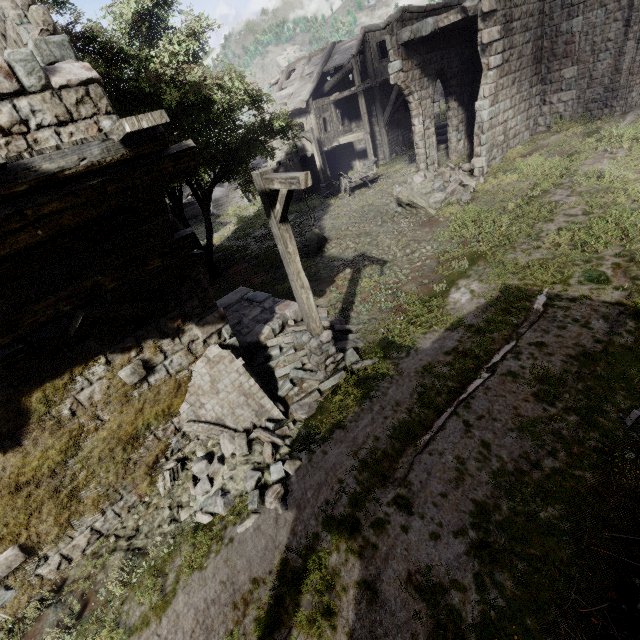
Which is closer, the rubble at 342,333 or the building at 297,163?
the rubble at 342,333

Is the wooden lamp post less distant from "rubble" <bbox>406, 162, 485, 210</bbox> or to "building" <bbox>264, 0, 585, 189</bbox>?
"building" <bbox>264, 0, 585, 189</bbox>

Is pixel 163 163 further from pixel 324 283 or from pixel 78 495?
pixel 324 283

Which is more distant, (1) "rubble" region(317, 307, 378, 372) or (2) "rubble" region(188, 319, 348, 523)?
(1) "rubble" region(317, 307, 378, 372)

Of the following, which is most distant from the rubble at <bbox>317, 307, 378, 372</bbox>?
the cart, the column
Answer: the column

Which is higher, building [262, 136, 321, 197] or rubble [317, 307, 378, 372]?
building [262, 136, 321, 197]

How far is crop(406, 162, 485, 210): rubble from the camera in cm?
1320

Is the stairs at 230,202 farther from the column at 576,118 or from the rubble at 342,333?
the column at 576,118
